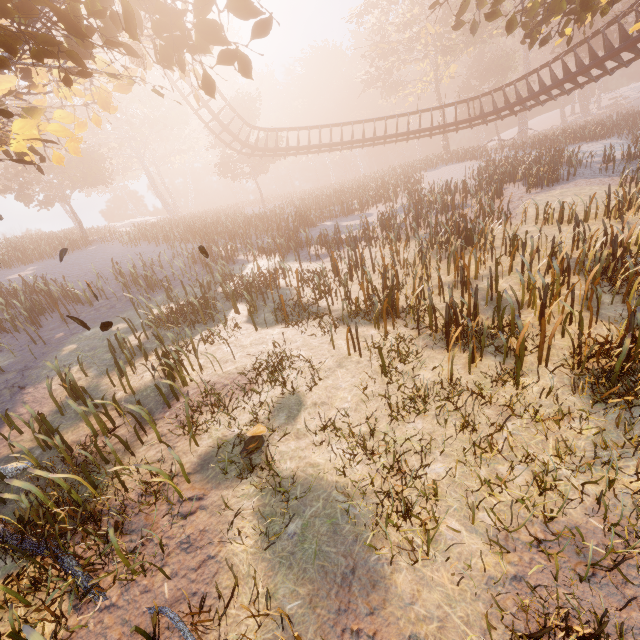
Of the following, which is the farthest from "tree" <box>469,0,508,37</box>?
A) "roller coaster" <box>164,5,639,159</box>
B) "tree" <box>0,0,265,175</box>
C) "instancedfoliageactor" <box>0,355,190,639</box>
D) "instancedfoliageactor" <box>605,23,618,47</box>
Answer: "instancedfoliageactor" <box>0,355,190,639</box>

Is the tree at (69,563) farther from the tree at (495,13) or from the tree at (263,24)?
the tree at (495,13)

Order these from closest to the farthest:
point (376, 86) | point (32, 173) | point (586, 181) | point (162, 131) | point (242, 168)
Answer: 1. point (586, 181)
2. point (32, 173)
3. point (242, 168)
4. point (376, 86)
5. point (162, 131)

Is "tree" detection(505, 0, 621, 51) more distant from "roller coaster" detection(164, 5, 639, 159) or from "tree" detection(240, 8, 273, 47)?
"tree" detection(240, 8, 273, 47)

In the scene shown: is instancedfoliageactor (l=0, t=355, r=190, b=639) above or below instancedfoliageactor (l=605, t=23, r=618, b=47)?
below

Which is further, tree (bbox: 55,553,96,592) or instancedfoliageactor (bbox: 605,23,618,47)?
instancedfoliageactor (bbox: 605,23,618,47)

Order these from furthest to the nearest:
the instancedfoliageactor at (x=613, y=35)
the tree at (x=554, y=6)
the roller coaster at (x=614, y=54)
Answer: the instancedfoliageactor at (x=613, y=35) < the roller coaster at (x=614, y=54) < the tree at (x=554, y=6)

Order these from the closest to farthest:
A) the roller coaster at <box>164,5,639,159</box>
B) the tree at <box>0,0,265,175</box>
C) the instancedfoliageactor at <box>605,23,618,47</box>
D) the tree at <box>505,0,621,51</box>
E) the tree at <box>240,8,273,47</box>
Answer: the tree at <box>0,0,265,175</box>
the tree at <box>240,8,273,47</box>
the tree at <box>505,0,621,51</box>
the roller coaster at <box>164,5,639,159</box>
the instancedfoliageactor at <box>605,23,618,47</box>
